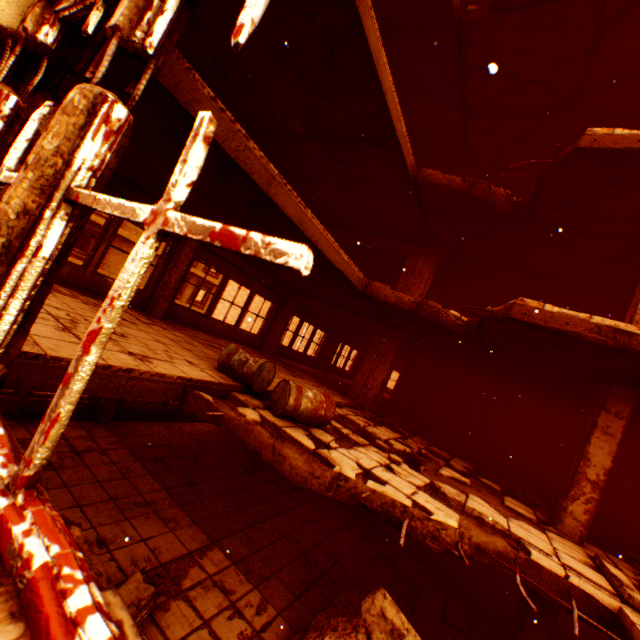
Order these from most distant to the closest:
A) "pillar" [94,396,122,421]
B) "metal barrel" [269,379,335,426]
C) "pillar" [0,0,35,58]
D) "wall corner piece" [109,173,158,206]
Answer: "pillar" [94,396,122,421], "wall corner piece" [109,173,158,206], "metal barrel" [269,379,335,426], "pillar" [0,0,35,58]

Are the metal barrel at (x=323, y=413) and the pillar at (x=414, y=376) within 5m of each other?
no

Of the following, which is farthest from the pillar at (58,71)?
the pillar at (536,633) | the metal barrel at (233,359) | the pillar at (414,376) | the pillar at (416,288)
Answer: the pillar at (536,633)

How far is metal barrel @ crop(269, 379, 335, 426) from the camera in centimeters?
459cm

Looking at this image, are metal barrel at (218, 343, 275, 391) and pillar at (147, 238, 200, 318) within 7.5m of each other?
yes

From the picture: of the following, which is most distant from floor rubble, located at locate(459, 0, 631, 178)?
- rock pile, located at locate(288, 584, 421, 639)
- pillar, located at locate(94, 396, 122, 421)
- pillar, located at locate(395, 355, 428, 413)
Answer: Result: pillar, located at locate(94, 396, 122, 421)

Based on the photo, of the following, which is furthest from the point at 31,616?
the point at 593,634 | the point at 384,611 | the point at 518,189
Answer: the point at 593,634

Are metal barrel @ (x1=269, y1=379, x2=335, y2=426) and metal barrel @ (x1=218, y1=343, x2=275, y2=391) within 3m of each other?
yes
